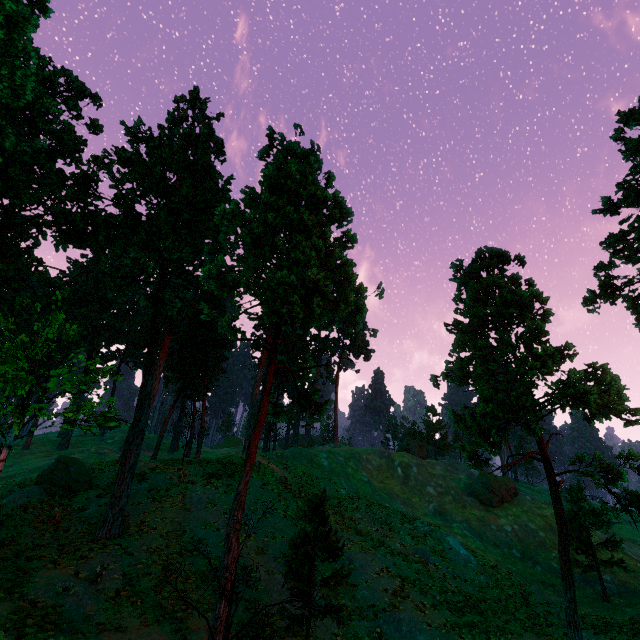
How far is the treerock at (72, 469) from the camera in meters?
23.1

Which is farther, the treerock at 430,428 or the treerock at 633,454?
the treerock at 430,428

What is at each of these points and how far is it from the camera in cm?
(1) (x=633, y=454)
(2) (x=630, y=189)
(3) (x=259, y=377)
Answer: (1) treerock, 1510
(2) treerock, 2864
(3) treerock, 4200

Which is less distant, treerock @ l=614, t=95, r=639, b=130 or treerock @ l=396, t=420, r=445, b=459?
treerock @ l=614, t=95, r=639, b=130

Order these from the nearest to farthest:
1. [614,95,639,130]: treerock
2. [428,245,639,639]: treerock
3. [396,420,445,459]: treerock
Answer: [428,245,639,639]: treerock
[614,95,639,130]: treerock
[396,420,445,459]: treerock

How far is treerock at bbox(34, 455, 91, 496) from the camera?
23.1 meters
